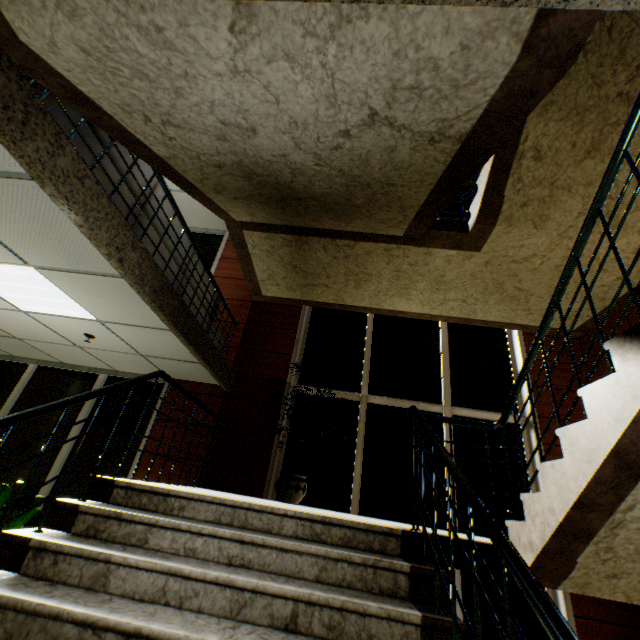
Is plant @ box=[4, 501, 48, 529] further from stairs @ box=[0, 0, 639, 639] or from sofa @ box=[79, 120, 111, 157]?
sofa @ box=[79, 120, 111, 157]

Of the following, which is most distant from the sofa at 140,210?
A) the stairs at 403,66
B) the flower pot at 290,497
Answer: the flower pot at 290,497

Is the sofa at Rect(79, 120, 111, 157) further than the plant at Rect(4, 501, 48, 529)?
No

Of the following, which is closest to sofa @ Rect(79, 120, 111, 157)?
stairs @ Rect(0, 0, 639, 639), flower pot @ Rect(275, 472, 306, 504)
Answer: stairs @ Rect(0, 0, 639, 639)

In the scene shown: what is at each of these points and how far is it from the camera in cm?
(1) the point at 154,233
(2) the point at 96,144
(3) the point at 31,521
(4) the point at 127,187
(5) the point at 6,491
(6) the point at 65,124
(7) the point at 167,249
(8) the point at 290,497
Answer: (1) sofa, 342
(2) sofa, 256
(3) plant, 415
(4) sofa, 298
(5) plant, 404
(6) sofa, 229
(7) sofa, 375
(8) flower pot, 400

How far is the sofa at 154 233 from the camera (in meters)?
3.36

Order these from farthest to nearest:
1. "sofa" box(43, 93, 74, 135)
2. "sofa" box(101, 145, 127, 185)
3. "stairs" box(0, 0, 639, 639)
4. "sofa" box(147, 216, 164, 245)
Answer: "sofa" box(147, 216, 164, 245), "sofa" box(101, 145, 127, 185), "sofa" box(43, 93, 74, 135), "stairs" box(0, 0, 639, 639)

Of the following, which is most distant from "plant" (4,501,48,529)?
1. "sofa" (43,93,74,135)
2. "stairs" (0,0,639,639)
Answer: "sofa" (43,93,74,135)
